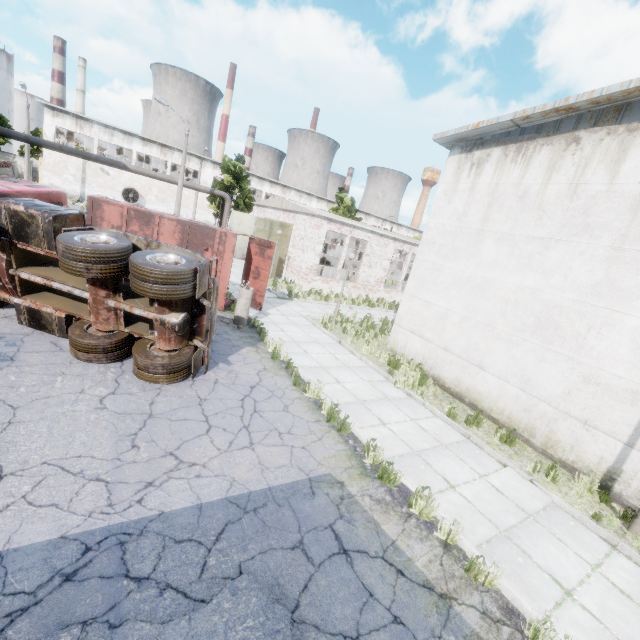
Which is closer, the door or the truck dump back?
the truck dump back

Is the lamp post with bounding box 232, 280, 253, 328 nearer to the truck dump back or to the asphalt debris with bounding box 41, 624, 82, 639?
the truck dump back

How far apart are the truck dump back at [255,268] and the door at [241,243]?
14.7 meters

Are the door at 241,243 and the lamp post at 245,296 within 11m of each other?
no

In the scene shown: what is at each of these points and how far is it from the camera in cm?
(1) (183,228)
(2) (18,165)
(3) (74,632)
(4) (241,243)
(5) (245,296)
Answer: (1) truck dump body, 1204
(2) fuse box, 4994
(3) asphalt debris, 286
(4) door, 2798
(5) lamp post, 1155

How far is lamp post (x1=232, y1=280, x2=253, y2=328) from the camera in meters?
11.5

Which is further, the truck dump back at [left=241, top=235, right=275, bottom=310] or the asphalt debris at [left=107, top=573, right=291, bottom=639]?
the truck dump back at [left=241, top=235, right=275, bottom=310]

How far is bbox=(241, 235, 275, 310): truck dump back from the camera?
13.5m
